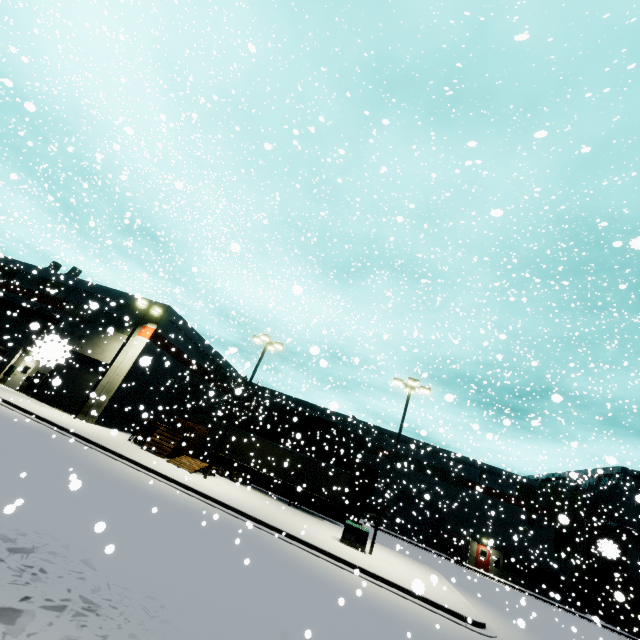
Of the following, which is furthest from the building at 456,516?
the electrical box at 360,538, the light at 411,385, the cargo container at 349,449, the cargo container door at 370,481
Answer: the light at 411,385

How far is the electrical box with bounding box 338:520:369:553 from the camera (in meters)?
16.97

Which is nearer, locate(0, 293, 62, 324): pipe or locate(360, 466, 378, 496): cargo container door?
locate(0, 293, 62, 324): pipe

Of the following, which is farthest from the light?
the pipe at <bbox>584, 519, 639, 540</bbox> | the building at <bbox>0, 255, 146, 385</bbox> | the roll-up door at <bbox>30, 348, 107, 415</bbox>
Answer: the pipe at <bbox>584, 519, 639, 540</bbox>

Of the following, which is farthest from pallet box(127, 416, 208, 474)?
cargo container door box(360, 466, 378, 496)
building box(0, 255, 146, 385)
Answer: cargo container door box(360, 466, 378, 496)

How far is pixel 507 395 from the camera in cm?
4750

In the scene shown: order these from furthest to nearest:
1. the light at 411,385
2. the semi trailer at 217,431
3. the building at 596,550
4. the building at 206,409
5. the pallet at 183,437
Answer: the semi trailer at 217,431
the building at 206,409
the pallet at 183,437
the building at 596,550
the light at 411,385

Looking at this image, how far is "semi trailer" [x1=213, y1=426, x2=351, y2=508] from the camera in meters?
24.1
